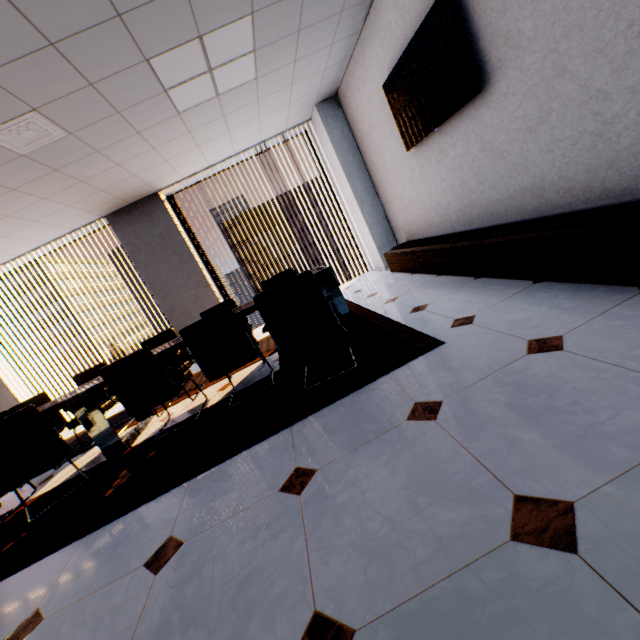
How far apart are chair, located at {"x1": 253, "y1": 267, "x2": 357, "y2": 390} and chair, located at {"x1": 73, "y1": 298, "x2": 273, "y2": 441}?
1.13m

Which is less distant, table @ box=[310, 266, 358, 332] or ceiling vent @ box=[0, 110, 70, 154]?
ceiling vent @ box=[0, 110, 70, 154]

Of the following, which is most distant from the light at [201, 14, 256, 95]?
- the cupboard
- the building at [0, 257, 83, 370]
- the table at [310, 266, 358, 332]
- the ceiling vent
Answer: the building at [0, 257, 83, 370]

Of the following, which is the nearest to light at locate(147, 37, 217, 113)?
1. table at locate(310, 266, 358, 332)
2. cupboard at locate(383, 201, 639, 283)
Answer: table at locate(310, 266, 358, 332)

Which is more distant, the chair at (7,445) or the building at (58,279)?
the building at (58,279)

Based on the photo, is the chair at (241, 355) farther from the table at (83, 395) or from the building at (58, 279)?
the building at (58, 279)

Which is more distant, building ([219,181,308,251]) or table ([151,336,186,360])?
building ([219,181,308,251])

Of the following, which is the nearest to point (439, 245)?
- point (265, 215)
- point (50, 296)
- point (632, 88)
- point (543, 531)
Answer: point (632, 88)
